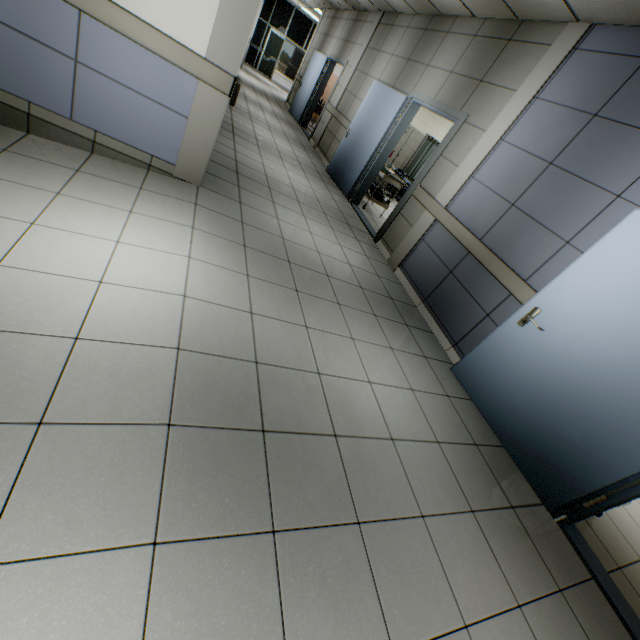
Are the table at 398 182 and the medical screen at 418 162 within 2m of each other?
no

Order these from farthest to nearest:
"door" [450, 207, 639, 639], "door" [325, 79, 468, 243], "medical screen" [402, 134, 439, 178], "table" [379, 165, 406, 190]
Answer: "medical screen" [402, 134, 439, 178] < "table" [379, 165, 406, 190] < "door" [325, 79, 468, 243] < "door" [450, 207, 639, 639]

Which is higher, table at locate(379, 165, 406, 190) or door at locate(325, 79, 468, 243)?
table at locate(379, 165, 406, 190)

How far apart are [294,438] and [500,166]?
3.94m

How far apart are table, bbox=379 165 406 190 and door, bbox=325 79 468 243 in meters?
0.1 m

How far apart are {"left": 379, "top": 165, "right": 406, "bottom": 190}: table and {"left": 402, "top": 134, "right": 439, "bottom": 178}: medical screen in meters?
2.7

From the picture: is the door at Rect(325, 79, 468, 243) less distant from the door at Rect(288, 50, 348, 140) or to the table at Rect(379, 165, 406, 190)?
the table at Rect(379, 165, 406, 190)

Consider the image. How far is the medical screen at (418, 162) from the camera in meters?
9.3
